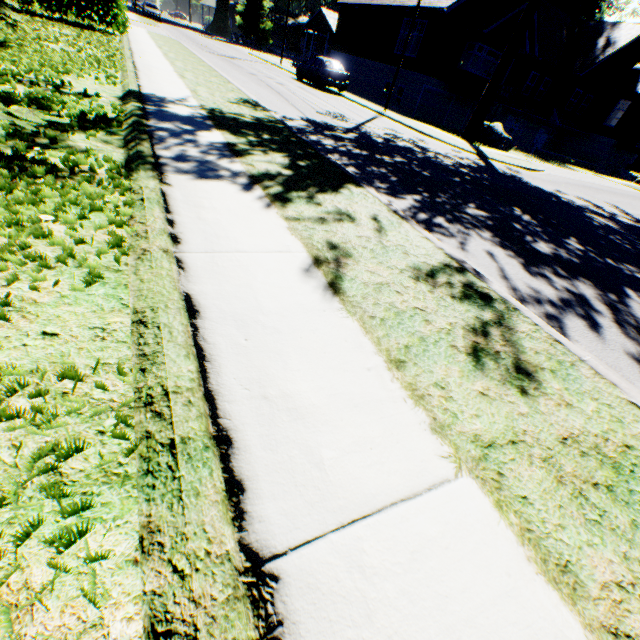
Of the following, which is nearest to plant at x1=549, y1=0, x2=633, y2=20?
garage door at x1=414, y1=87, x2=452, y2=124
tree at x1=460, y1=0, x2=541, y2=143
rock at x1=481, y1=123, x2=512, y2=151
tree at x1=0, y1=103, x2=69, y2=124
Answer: tree at x1=460, y1=0, x2=541, y2=143

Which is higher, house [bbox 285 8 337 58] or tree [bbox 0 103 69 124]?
house [bbox 285 8 337 58]

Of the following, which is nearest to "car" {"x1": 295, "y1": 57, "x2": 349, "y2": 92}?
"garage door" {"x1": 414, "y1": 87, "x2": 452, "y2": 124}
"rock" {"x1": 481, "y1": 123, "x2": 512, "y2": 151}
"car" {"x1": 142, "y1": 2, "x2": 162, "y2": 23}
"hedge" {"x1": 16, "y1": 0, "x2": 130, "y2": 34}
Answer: "garage door" {"x1": 414, "y1": 87, "x2": 452, "y2": 124}

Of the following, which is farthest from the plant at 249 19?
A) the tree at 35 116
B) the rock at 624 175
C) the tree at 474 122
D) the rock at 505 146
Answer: the tree at 35 116

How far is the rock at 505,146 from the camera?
18.8 meters

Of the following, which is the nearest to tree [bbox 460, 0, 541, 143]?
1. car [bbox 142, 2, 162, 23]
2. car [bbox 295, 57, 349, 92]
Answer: car [bbox 295, 57, 349, 92]

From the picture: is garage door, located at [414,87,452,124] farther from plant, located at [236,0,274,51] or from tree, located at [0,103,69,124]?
plant, located at [236,0,274,51]

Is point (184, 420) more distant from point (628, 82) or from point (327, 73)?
point (628, 82)
